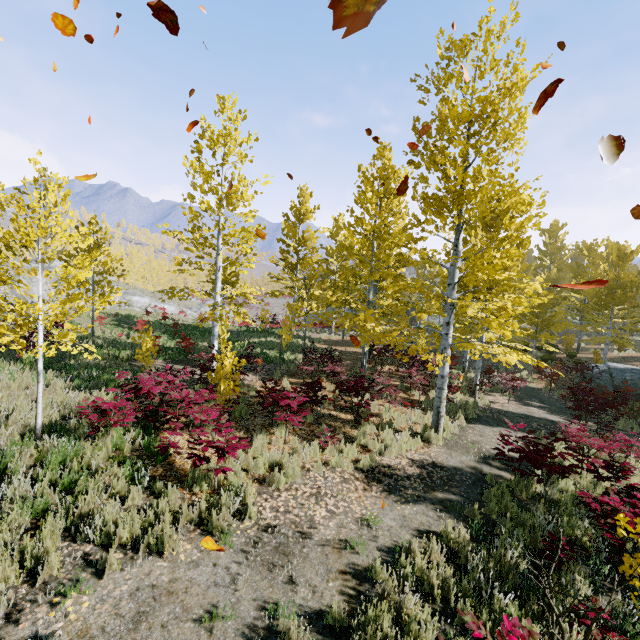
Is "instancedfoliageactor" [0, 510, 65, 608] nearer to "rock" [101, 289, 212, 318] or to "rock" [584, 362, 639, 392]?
"rock" [584, 362, 639, 392]

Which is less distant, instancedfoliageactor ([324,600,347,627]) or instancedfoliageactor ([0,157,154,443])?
instancedfoliageactor ([324,600,347,627])

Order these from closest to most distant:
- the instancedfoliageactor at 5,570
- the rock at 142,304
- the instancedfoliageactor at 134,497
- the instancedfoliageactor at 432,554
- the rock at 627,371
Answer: the instancedfoliageactor at 5,570, the instancedfoliageactor at 432,554, the instancedfoliageactor at 134,497, the rock at 627,371, the rock at 142,304

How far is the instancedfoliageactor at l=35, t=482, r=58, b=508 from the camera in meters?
4.4

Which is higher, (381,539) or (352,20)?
(352,20)

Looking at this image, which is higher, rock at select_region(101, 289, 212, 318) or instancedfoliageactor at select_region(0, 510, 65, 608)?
rock at select_region(101, 289, 212, 318)

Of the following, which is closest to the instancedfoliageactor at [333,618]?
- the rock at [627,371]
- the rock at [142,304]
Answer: the rock at [627,371]

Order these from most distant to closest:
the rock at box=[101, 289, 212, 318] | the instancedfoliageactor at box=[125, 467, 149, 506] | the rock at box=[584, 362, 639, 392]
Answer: the rock at box=[101, 289, 212, 318], the rock at box=[584, 362, 639, 392], the instancedfoliageactor at box=[125, 467, 149, 506]
